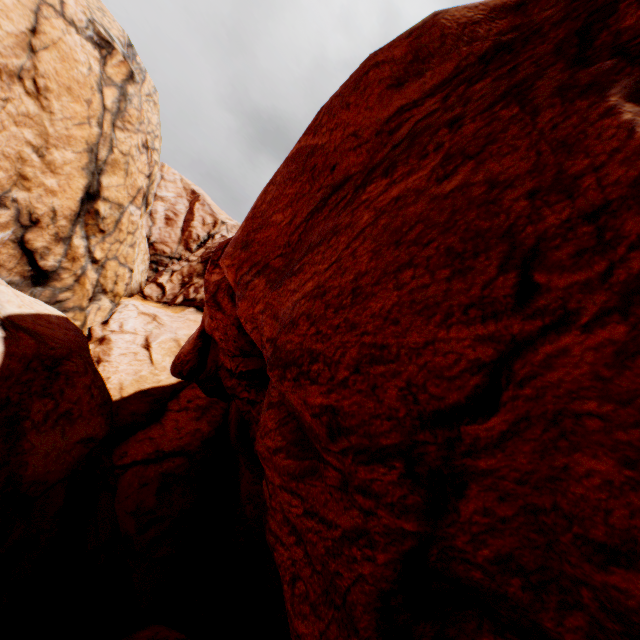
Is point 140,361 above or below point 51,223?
below
